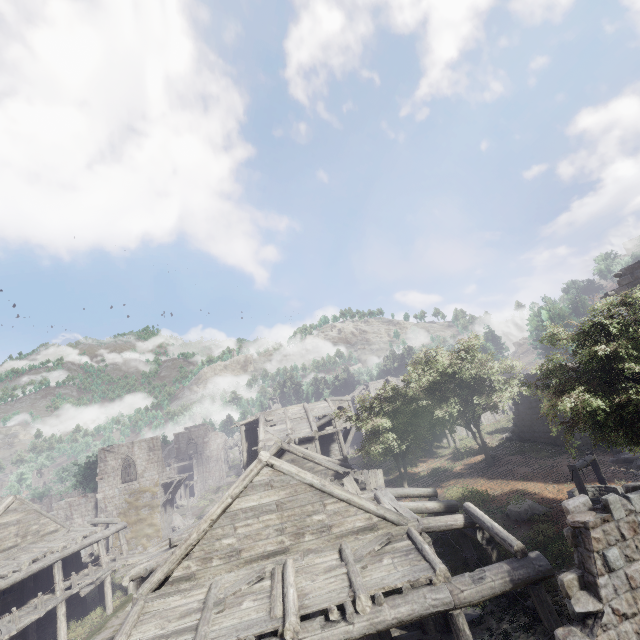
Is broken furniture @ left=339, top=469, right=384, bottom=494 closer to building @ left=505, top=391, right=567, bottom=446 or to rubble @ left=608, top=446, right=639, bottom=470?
building @ left=505, top=391, right=567, bottom=446

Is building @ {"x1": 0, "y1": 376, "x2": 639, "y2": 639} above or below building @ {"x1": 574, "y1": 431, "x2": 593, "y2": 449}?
below

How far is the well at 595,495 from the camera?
12.46m

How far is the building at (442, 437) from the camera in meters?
32.8 m

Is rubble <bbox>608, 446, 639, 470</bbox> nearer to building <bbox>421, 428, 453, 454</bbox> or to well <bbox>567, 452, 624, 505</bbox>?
building <bbox>421, 428, 453, 454</bbox>

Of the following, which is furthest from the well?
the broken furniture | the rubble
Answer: the broken furniture

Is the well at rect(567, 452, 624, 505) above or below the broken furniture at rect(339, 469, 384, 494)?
below

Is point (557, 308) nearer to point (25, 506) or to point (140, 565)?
point (140, 565)
